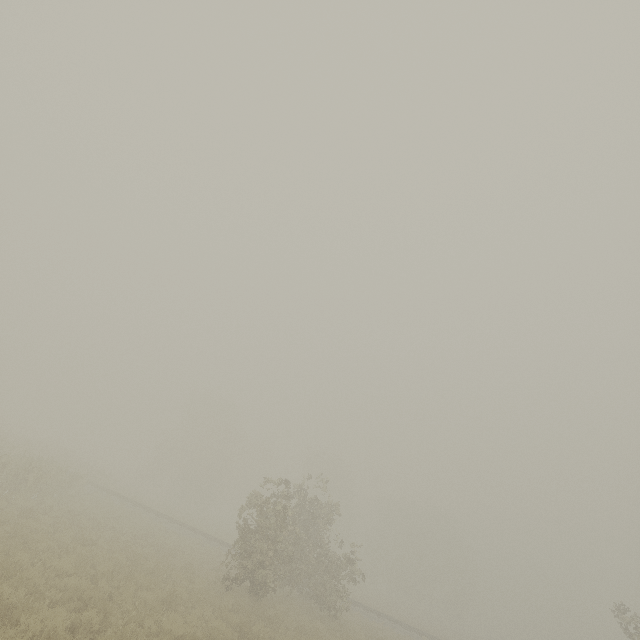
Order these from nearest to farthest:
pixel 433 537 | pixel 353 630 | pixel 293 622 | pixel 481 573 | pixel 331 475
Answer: pixel 293 622
pixel 353 630
pixel 481 573
pixel 433 537
pixel 331 475
